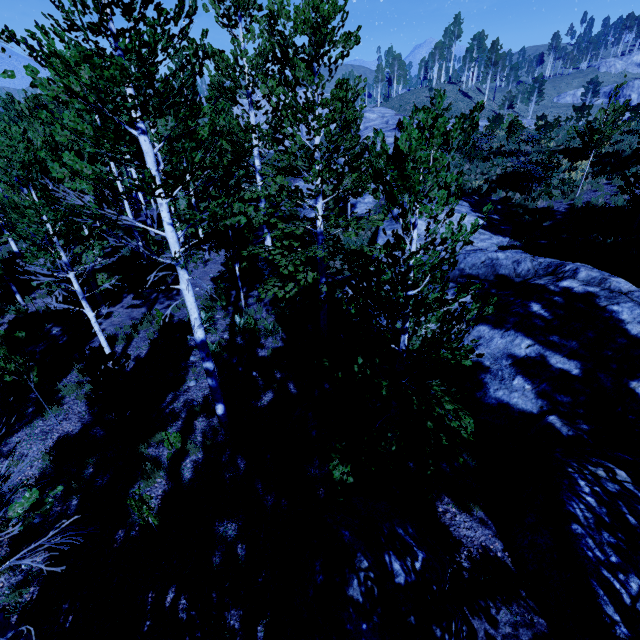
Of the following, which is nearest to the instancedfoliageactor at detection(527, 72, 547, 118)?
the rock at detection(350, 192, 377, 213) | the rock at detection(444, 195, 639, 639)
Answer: the rock at detection(350, 192, 377, 213)

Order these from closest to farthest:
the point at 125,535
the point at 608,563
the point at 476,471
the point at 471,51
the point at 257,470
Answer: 1. the point at 608,563
2. the point at 125,535
3. the point at 476,471
4. the point at 257,470
5. the point at 471,51

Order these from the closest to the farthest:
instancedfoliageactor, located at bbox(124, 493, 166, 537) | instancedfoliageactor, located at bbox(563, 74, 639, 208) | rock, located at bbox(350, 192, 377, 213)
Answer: instancedfoliageactor, located at bbox(124, 493, 166, 537) → instancedfoliageactor, located at bbox(563, 74, 639, 208) → rock, located at bbox(350, 192, 377, 213)

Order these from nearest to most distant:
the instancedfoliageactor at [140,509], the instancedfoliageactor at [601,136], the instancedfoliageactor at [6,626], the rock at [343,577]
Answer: the instancedfoliageactor at [6,626] → the rock at [343,577] → the instancedfoliageactor at [140,509] → the instancedfoliageactor at [601,136]

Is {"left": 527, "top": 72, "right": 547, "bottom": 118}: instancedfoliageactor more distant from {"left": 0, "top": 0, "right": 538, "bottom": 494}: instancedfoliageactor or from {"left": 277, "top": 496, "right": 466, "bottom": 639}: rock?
{"left": 277, "top": 496, "right": 466, "bottom": 639}: rock

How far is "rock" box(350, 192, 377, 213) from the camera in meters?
22.8 m

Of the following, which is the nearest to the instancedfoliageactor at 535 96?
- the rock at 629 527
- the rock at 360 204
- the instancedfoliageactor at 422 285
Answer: the instancedfoliageactor at 422 285
